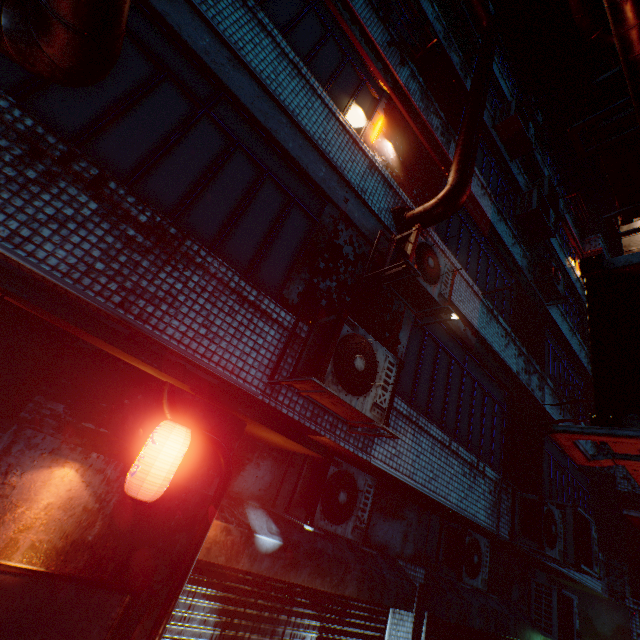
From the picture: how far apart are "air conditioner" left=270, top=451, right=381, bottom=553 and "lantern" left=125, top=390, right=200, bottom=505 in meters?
1.6 m

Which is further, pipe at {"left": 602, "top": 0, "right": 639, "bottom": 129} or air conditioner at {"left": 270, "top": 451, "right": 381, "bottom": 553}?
air conditioner at {"left": 270, "top": 451, "right": 381, "bottom": 553}

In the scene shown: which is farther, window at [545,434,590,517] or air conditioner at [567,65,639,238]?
window at [545,434,590,517]

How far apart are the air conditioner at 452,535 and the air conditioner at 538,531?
0.3 meters

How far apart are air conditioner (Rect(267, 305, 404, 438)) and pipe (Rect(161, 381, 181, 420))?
0.6m

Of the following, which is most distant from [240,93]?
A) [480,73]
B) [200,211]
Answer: [480,73]

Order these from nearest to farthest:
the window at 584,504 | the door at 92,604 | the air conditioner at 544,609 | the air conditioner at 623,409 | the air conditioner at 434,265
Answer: the air conditioner at 623,409 < the door at 92,604 < the air conditioner at 434,265 < the air conditioner at 544,609 < the window at 584,504

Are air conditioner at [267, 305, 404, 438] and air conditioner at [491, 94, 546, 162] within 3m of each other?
no
